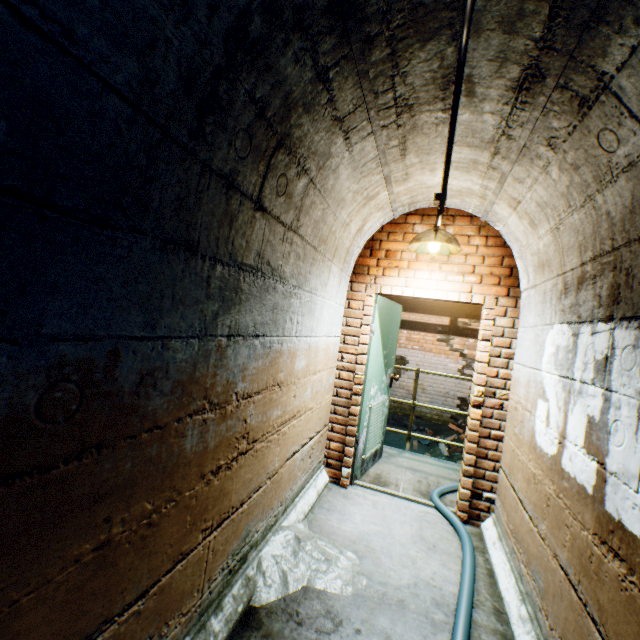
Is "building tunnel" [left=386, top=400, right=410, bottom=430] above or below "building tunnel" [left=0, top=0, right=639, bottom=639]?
below

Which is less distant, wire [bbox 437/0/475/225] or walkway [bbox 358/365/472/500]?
wire [bbox 437/0/475/225]

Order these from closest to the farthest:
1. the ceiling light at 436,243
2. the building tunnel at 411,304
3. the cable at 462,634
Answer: the building tunnel at 411,304, the cable at 462,634, the ceiling light at 436,243

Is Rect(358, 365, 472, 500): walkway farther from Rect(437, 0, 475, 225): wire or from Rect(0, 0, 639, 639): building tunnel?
Rect(437, 0, 475, 225): wire

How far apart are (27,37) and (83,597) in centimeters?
147cm

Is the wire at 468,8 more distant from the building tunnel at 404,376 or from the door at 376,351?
the door at 376,351

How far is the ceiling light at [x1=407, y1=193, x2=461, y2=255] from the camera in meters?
2.8 m
